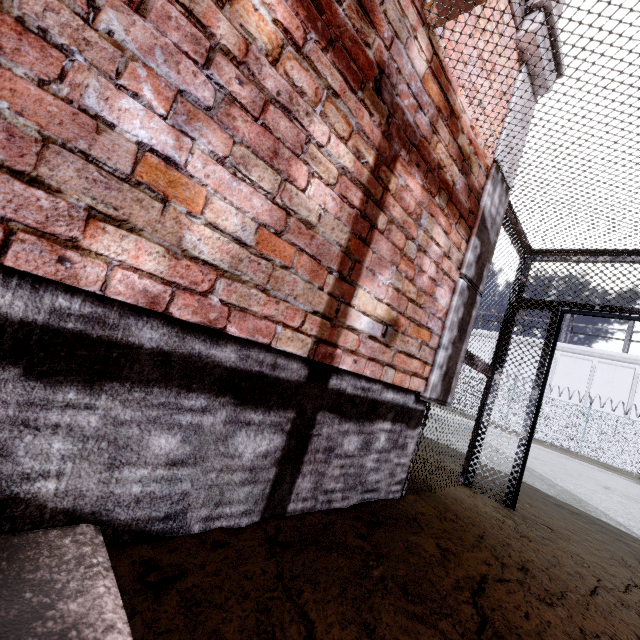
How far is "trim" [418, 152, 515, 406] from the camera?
2.46m

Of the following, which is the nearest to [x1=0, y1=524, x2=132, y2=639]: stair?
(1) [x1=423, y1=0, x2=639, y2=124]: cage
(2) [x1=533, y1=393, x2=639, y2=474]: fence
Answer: (1) [x1=423, y1=0, x2=639, y2=124]: cage

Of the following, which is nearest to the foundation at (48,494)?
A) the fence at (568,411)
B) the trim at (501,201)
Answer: the trim at (501,201)

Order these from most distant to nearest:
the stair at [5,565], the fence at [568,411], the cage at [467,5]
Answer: the fence at [568,411] < the cage at [467,5] < the stair at [5,565]

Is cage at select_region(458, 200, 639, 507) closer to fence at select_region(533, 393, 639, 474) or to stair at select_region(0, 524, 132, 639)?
stair at select_region(0, 524, 132, 639)

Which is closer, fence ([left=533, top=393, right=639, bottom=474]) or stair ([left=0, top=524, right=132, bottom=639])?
stair ([left=0, top=524, right=132, bottom=639])

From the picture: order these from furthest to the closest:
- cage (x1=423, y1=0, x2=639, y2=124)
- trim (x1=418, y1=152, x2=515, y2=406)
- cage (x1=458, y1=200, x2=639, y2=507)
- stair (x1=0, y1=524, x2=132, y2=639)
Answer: cage (x1=458, y1=200, x2=639, y2=507)
trim (x1=418, y1=152, x2=515, y2=406)
cage (x1=423, y1=0, x2=639, y2=124)
stair (x1=0, y1=524, x2=132, y2=639)

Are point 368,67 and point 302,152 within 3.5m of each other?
yes
